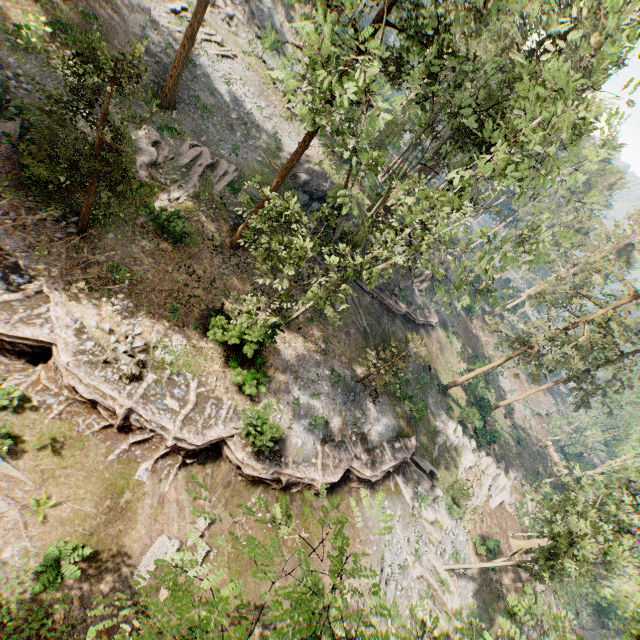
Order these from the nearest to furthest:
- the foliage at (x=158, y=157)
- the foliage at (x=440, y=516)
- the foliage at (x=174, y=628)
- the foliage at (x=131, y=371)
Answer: the foliage at (x=174, y=628) → the foliage at (x=158, y=157) → the foliage at (x=131, y=371) → the foliage at (x=440, y=516)

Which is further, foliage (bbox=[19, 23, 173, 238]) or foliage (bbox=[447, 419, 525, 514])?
foliage (bbox=[447, 419, 525, 514])

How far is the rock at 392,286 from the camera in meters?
32.0

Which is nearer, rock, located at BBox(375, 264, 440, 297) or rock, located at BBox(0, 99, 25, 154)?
rock, located at BBox(0, 99, 25, 154)

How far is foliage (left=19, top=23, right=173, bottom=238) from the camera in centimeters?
1070cm

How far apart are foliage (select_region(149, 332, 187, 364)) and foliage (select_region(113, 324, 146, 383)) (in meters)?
0.02

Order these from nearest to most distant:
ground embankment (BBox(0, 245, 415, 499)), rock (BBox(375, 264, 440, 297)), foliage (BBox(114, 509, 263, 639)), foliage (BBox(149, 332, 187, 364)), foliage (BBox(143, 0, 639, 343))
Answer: foliage (BBox(114, 509, 263, 639))
foliage (BBox(143, 0, 639, 343))
ground embankment (BBox(0, 245, 415, 499))
foliage (BBox(149, 332, 187, 364))
rock (BBox(375, 264, 440, 297))

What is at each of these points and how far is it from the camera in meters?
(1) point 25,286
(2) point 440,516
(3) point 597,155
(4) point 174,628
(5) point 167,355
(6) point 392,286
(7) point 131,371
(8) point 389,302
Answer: (1) ground embankment, 13.9 m
(2) foliage, 26.3 m
(3) foliage, 13.4 m
(4) foliage, 3.6 m
(5) foliage, 16.0 m
(6) rock, 33.1 m
(7) foliage, 14.5 m
(8) ground embankment, 32.2 m
